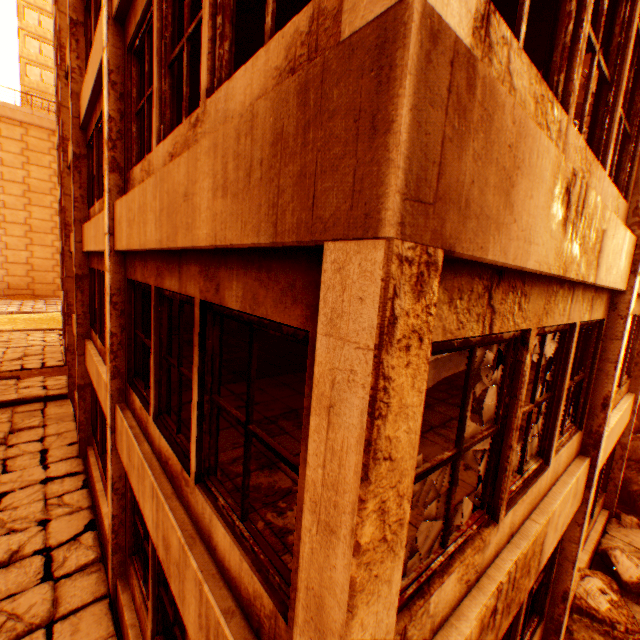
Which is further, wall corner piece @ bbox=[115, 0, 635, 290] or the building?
the building

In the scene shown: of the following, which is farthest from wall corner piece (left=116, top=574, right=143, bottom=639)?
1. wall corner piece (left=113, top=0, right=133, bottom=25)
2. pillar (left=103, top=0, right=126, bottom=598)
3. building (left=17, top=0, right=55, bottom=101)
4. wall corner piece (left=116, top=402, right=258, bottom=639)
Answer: building (left=17, top=0, right=55, bottom=101)

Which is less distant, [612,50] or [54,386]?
[612,50]

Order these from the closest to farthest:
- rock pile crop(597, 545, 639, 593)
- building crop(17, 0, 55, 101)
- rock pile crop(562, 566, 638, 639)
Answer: rock pile crop(562, 566, 638, 639) < rock pile crop(597, 545, 639, 593) < building crop(17, 0, 55, 101)

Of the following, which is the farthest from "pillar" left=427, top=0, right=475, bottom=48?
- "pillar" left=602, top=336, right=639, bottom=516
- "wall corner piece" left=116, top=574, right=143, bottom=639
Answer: "pillar" left=602, top=336, right=639, bottom=516

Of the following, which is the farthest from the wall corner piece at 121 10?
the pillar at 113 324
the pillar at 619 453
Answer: the pillar at 619 453

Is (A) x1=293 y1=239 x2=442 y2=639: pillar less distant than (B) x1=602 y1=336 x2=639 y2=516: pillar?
Yes

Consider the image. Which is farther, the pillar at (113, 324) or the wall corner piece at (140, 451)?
the pillar at (113, 324)
